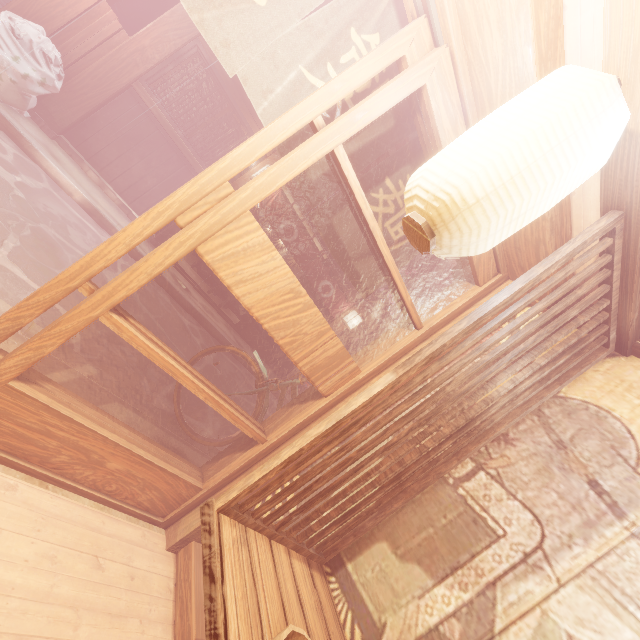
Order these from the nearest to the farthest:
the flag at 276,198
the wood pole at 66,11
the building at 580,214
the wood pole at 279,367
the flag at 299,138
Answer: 1. the building at 580,214
2. the flag at 299,138
3. the wood pole at 66,11
4. the flag at 276,198
5. the wood pole at 279,367

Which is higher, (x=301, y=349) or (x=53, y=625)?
(x=301, y=349)

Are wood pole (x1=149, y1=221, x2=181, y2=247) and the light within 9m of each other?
yes

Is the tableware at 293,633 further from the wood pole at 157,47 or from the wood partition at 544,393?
the wood pole at 157,47

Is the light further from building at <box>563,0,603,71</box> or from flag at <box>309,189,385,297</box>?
building at <box>563,0,603,71</box>

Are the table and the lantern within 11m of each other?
no

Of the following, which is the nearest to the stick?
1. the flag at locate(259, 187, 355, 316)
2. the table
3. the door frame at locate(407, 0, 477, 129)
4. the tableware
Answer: the flag at locate(259, 187, 355, 316)

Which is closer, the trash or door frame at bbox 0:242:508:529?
door frame at bbox 0:242:508:529
